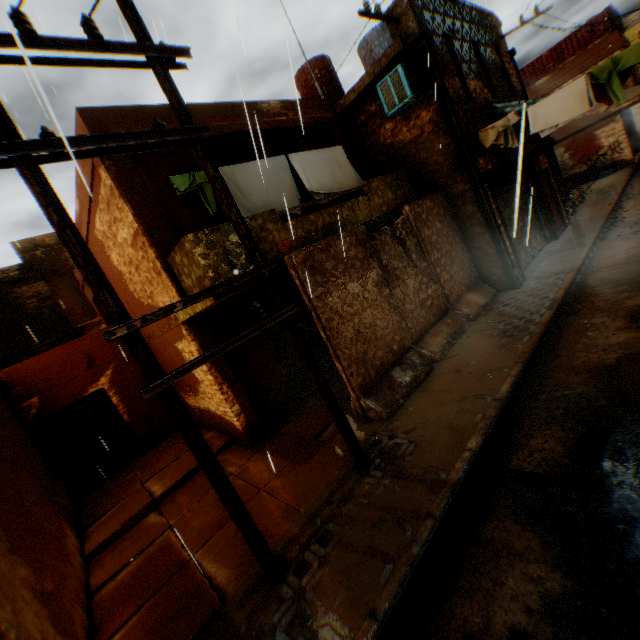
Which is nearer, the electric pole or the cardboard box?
the electric pole

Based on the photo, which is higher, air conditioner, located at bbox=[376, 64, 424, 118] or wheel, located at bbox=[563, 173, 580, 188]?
air conditioner, located at bbox=[376, 64, 424, 118]

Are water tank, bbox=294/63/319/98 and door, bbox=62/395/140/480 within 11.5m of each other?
no

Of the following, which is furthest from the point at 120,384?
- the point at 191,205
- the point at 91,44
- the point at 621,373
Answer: the point at 621,373

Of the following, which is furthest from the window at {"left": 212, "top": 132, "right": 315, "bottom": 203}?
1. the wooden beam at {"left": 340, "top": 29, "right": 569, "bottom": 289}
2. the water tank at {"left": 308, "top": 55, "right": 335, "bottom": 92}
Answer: the water tank at {"left": 308, "top": 55, "right": 335, "bottom": 92}

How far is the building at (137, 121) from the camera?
5.76m

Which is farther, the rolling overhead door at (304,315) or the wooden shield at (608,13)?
the wooden shield at (608,13)

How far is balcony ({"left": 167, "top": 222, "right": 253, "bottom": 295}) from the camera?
5.18m
